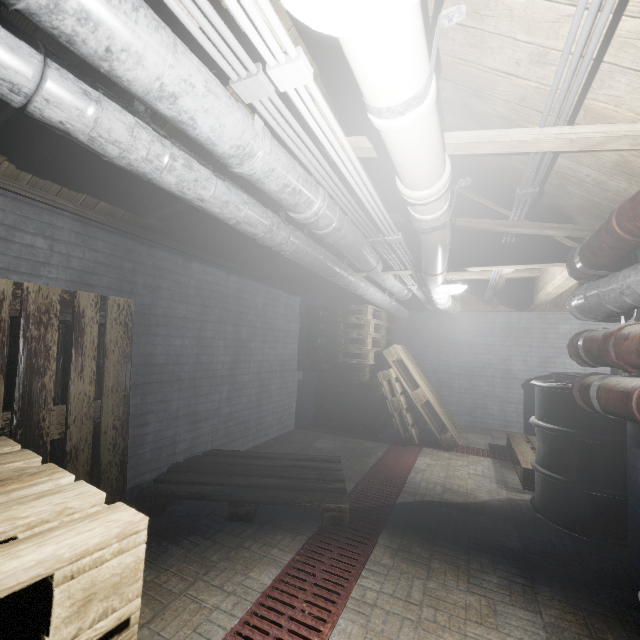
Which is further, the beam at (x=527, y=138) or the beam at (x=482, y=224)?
the beam at (x=482, y=224)

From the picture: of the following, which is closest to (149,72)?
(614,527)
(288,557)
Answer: (288,557)

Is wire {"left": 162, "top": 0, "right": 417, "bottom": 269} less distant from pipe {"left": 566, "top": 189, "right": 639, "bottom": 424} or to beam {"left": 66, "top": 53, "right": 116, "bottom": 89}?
beam {"left": 66, "top": 53, "right": 116, "bottom": 89}

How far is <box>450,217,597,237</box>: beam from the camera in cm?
213

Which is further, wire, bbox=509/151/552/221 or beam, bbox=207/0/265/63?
wire, bbox=509/151/552/221

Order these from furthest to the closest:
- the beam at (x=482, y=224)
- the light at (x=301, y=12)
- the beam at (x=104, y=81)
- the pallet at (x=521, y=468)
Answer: the pallet at (x=521, y=468), the beam at (x=482, y=224), the beam at (x=104, y=81), the light at (x=301, y=12)

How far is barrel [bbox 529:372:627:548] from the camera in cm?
221
